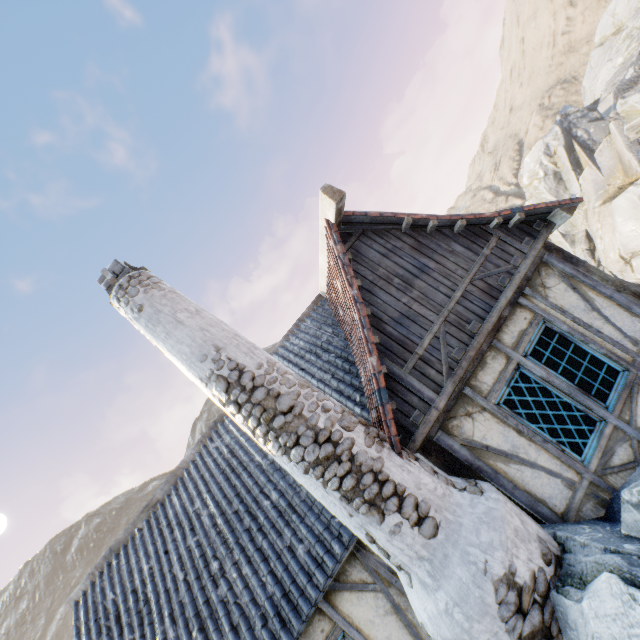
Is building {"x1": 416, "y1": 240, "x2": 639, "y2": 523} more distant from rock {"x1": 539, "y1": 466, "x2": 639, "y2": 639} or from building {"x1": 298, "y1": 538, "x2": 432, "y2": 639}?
building {"x1": 298, "y1": 538, "x2": 432, "y2": 639}

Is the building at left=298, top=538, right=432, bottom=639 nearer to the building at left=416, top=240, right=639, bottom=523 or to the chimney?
the chimney

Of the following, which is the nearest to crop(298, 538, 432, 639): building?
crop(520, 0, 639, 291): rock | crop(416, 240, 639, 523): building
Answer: crop(520, 0, 639, 291): rock

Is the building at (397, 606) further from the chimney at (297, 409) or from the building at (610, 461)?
the building at (610, 461)

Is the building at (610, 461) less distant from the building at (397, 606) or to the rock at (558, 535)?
the rock at (558, 535)

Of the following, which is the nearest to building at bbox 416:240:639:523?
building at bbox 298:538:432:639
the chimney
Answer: the chimney

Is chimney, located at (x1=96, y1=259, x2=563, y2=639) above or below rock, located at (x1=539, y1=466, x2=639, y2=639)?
above

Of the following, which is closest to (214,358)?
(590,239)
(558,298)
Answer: (558,298)
